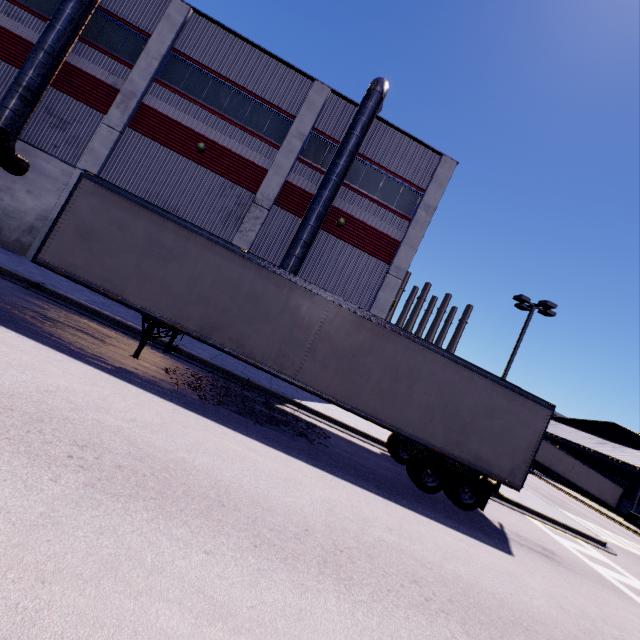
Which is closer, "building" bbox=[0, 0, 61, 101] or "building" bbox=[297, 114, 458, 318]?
"building" bbox=[0, 0, 61, 101]

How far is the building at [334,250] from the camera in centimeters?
1717cm

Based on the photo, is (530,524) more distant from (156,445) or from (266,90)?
(266,90)

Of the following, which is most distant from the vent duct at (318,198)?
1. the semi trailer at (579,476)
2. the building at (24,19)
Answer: the semi trailer at (579,476)

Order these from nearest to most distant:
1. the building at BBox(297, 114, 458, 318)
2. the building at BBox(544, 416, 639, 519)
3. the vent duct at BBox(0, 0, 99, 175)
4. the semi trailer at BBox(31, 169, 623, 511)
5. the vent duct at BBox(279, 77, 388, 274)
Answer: the semi trailer at BBox(31, 169, 623, 511) → the vent duct at BBox(0, 0, 99, 175) → the vent duct at BBox(279, 77, 388, 274) → the building at BBox(297, 114, 458, 318) → the building at BBox(544, 416, 639, 519)

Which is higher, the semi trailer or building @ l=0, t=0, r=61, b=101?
building @ l=0, t=0, r=61, b=101

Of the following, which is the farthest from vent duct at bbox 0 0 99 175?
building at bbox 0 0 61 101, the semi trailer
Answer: the semi trailer

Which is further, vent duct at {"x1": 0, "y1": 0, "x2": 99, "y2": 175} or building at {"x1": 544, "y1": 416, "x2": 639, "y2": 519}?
building at {"x1": 544, "y1": 416, "x2": 639, "y2": 519}
